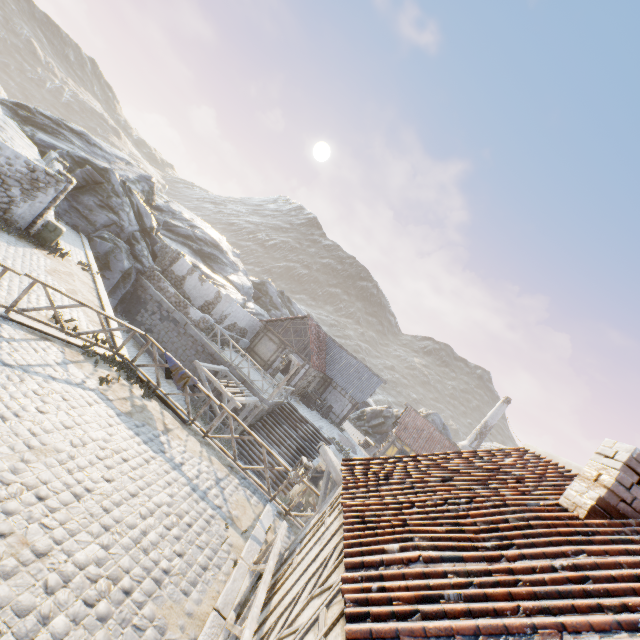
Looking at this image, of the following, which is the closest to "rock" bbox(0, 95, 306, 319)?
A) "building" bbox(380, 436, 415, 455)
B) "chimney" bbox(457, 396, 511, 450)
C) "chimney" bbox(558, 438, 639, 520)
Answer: "building" bbox(380, 436, 415, 455)

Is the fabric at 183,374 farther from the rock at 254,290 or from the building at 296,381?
the building at 296,381

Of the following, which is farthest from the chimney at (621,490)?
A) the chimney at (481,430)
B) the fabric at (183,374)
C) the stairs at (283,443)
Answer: the chimney at (481,430)

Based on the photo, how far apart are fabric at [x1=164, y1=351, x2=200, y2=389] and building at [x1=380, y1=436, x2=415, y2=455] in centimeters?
2243cm

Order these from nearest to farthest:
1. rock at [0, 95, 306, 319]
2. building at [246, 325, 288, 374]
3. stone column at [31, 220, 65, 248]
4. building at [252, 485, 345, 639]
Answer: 1. building at [252, 485, 345, 639]
2. stone column at [31, 220, 65, 248]
3. rock at [0, 95, 306, 319]
4. building at [246, 325, 288, 374]

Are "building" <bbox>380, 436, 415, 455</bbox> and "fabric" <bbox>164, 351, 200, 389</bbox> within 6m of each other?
no

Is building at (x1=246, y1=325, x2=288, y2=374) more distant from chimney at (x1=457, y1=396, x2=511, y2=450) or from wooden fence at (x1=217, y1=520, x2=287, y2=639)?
wooden fence at (x1=217, y1=520, x2=287, y2=639)

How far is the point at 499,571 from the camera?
3.35m
